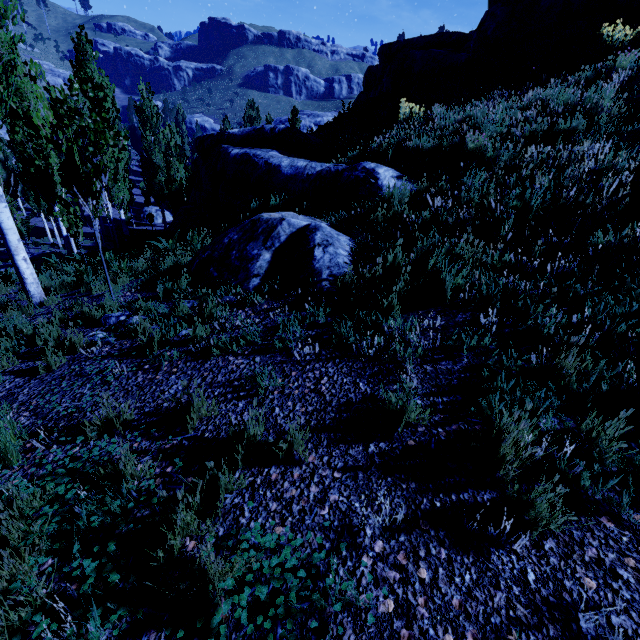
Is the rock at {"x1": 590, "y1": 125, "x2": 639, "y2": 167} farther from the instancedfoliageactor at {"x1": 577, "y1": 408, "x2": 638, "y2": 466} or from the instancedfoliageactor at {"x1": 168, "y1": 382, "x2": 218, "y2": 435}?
the instancedfoliageactor at {"x1": 168, "y1": 382, "x2": 218, "y2": 435}

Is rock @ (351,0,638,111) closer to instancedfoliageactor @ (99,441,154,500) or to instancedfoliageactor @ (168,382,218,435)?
instancedfoliageactor @ (99,441,154,500)

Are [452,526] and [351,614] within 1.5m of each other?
yes

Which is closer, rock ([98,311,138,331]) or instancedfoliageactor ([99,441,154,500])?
instancedfoliageactor ([99,441,154,500])

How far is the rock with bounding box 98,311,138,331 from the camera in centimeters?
462cm

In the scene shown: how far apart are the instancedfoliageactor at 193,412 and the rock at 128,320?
2.2 meters

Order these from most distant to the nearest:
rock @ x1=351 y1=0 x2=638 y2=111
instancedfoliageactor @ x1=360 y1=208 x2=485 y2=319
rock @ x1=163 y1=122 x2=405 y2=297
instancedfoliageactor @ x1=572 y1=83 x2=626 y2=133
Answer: rock @ x1=351 y1=0 x2=638 y2=111 < instancedfoliageactor @ x1=572 y1=83 x2=626 y2=133 < rock @ x1=163 y1=122 x2=405 y2=297 < instancedfoliageactor @ x1=360 y1=208 x2=485 y2=319

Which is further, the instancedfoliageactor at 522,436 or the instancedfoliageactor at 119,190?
the instancedfoliageactor at 119,190
